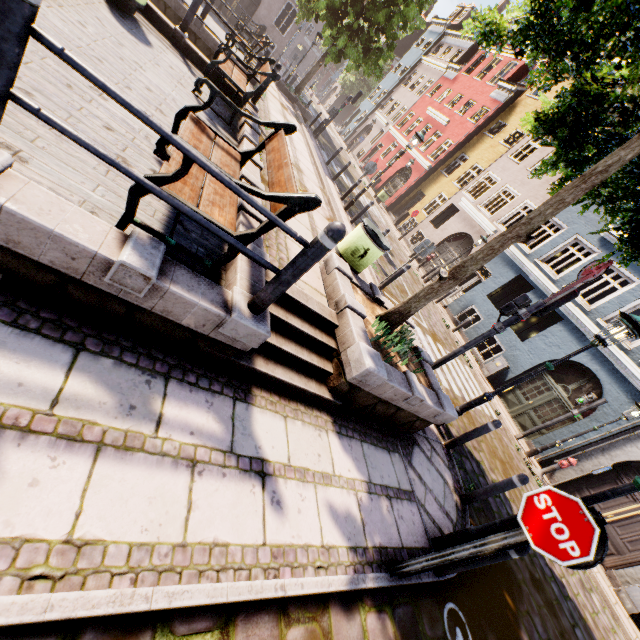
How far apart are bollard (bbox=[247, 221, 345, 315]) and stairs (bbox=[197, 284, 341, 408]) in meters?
0.5 m

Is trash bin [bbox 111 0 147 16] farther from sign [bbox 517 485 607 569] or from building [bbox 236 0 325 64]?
building [bbox 236 0 325 64]

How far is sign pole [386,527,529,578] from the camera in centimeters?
273cm

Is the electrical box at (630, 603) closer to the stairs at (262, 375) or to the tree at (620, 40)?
the tree at (620, 40)

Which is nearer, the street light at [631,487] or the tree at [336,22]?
the street light at [631,487]

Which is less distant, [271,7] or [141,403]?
[141,403]

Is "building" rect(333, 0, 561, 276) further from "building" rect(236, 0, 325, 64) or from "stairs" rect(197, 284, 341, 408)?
"stairs" rect(197, 284, 341, 408)

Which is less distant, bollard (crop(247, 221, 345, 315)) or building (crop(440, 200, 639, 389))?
bollard (crop(247, 221, 345, 315))
